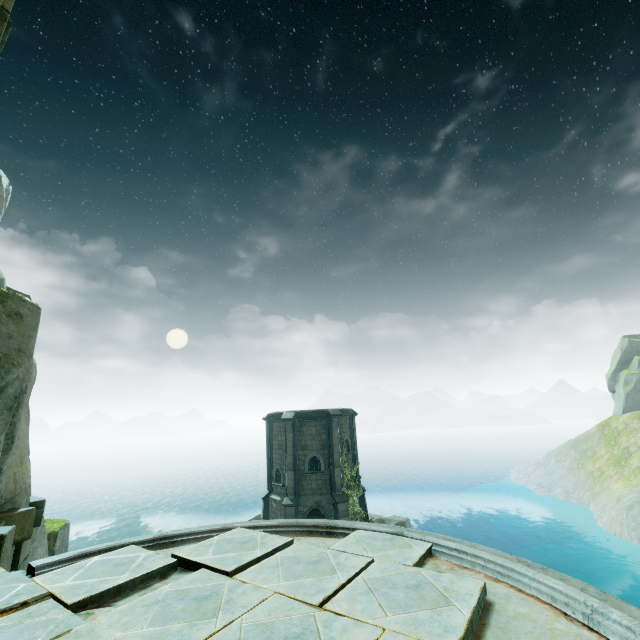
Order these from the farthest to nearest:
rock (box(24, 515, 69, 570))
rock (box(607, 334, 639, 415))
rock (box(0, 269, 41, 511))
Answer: Answer:
1. rock (box(607, 334, 639, 415))
2. rock (box(24, 515, 69, 570))
3. rock (box(0, 269, 41, 511))

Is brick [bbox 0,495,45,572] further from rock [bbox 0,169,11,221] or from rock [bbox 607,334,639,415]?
rock [bbox 607,334,639,415]

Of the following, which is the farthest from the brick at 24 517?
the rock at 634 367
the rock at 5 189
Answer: the rock at 634 367

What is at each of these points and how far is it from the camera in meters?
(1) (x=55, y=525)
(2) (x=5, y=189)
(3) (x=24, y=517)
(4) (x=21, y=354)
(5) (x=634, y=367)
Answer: (1) rock, 9.5
(2) rock, 6.0
(3) brick, 5.6
(4) rock, 4.0
(5) rock, 56.7

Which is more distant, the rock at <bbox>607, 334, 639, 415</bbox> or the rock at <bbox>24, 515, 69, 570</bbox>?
the rock at <bbox>607, 334, 639, 415</bbox>

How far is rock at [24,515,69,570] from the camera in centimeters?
779cm

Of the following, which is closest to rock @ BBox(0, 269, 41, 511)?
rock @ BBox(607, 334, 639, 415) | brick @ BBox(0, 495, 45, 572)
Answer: brick @ BBox(0, 495, 45, 572)
